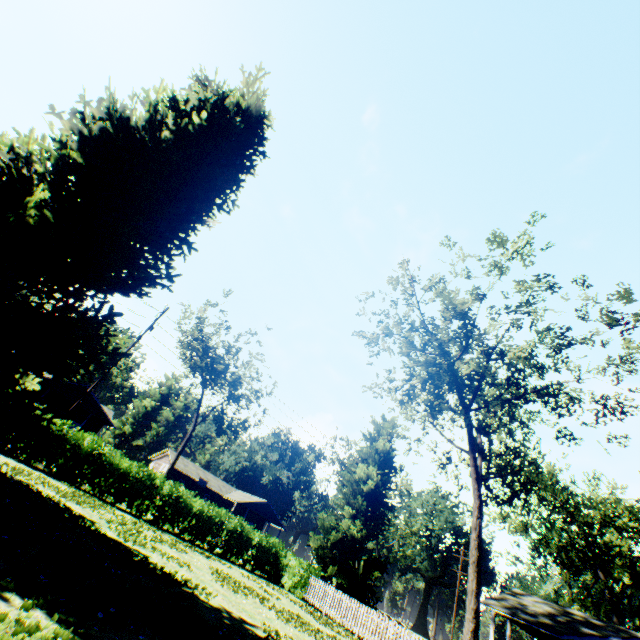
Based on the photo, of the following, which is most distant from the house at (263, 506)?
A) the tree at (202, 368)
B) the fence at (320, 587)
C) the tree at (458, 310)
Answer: the tree at (458, 310)

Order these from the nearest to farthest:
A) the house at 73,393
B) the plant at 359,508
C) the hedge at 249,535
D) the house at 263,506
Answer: the hedge at 249,535
the plant at 359,508
the house at 73,393
the house at 263,506

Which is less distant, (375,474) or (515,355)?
(515,355)

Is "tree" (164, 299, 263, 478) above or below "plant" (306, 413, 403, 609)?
above

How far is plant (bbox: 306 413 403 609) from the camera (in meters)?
24.72

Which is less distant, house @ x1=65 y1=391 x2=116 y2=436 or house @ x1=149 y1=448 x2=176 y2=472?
house @ x1=65 y1=391 x2=116 y2=436

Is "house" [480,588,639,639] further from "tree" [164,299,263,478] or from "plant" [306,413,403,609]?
"tree" [164,299,263,478]

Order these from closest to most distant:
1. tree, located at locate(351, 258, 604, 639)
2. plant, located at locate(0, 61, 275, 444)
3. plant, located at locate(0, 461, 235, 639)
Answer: plant, located at locate(0, 461, 235, 639), plant, located at locate(0, 61, 275, 444), tree, located at locate(351, 258, 604, 639)
